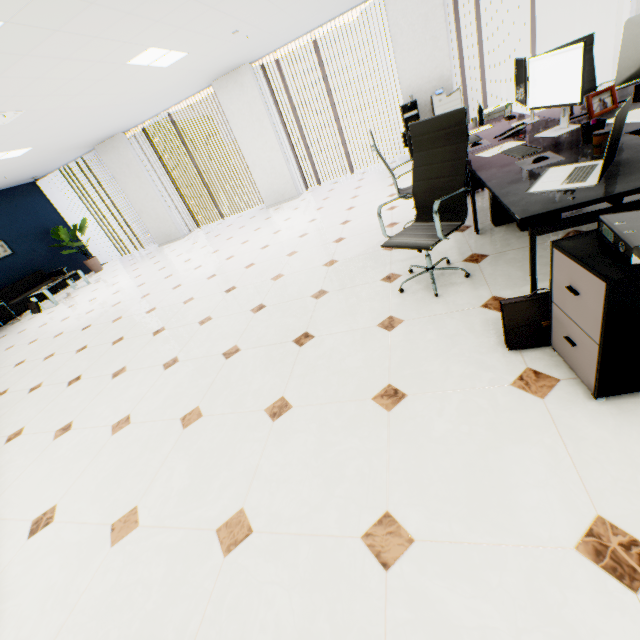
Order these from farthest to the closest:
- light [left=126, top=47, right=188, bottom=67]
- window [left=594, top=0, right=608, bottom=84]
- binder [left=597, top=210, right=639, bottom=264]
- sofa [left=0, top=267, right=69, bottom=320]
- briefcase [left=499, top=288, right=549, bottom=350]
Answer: sofa [left=0, top=267, right=69, bottom=320] < window [left=594, top=0, right=608, bottom=84] < light [left=126, top=47, right=188, bottom=67] < briefcase [left=499, top=288, right=549, bottom=350] < binder [left=597, top=210, right=639, bottom=264]

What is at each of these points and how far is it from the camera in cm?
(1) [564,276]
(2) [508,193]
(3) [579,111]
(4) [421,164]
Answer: (1) rolling cabinet, 141
(2) table, 182
(3) table, 271
(4) chair, 260

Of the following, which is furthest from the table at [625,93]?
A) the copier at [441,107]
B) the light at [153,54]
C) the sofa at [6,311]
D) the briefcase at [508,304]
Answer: the sofa at [6,311]

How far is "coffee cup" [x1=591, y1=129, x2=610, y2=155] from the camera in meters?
1.7

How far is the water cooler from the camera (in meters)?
6.60

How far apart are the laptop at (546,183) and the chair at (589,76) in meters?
2.5 m

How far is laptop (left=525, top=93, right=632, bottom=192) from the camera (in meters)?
1.44

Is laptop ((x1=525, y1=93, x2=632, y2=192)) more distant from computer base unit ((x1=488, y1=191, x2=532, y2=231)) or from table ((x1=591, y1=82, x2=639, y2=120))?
computer base unit ((x1=488, y1=191, x2=532, y2=231))
